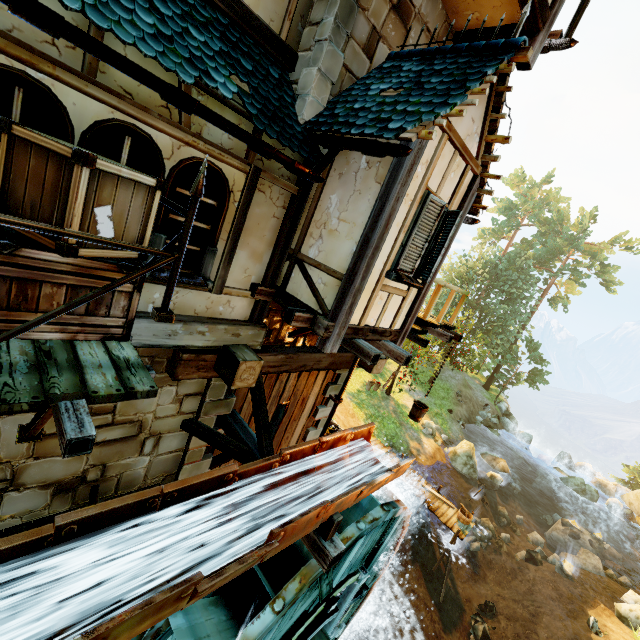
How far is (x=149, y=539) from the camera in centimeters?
347cm

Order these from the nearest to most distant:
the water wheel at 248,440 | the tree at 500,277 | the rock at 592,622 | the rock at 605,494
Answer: the water wheel at 248,440 → the rock at 592,622 → the rock at 605,494 → the tree at 500,277

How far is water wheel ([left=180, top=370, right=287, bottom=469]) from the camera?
5.6 meters

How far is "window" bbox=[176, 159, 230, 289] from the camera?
4.0 meters

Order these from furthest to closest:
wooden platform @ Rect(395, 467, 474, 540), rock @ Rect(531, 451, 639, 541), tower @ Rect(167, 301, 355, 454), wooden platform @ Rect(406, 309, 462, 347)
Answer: rock @ Rect(531, 451, 639, 541), wooden platform @ Rect(395, 467, 474, 540), wooden platform @ Rect(406, 309, 462, 347), tower @ Rect(167, 301, 355, 454)

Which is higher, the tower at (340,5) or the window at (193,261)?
the tower at (340,5)

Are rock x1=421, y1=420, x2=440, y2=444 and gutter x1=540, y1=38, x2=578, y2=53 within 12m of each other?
no

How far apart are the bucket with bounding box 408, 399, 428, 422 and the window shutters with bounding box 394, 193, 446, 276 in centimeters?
458cm
